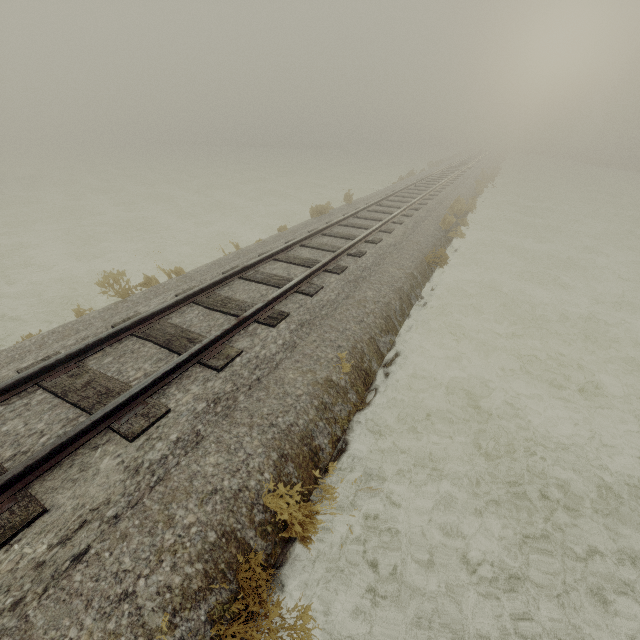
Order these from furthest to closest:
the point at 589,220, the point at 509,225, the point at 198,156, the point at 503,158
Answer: the point at 198,156
the point at 503,158
the point at 589,220
the point at 509,225
